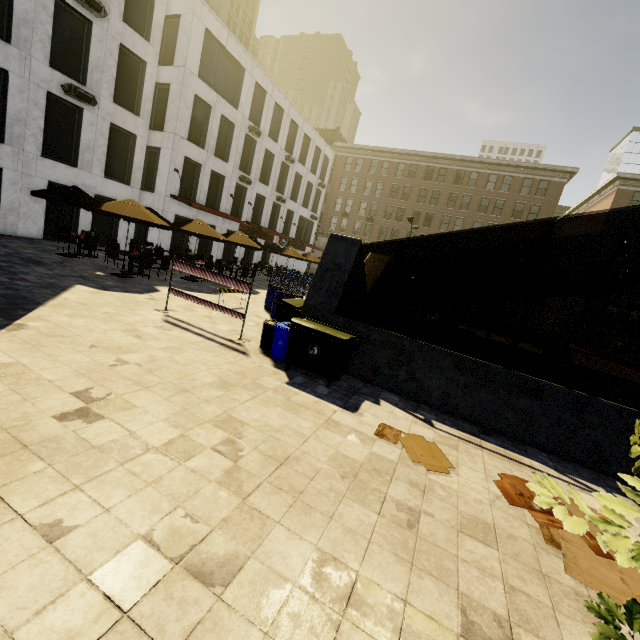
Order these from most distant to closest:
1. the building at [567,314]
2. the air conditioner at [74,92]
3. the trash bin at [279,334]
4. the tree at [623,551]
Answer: the building at [567,314], the air conditioner at [74,92], the trash bin at [279,334], the tree at [623,551]

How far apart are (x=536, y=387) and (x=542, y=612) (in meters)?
4.28

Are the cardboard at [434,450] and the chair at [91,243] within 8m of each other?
no

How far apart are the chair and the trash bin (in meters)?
11.47

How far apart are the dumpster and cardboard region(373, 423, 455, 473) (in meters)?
1.40

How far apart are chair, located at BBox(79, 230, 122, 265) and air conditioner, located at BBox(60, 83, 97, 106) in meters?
7.4 m

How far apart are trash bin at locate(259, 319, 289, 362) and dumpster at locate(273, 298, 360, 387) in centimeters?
9cm

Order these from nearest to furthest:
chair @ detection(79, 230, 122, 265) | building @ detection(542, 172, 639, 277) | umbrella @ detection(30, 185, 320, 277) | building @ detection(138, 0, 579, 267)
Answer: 1. umbrella @ detection(30, 185, 320, 277)
2. chair @ detection(79, 230, 122, 265)
3. building @ detection(138, 0, 579, 267)
4. building @ detection(542, 172, 639, 277)
